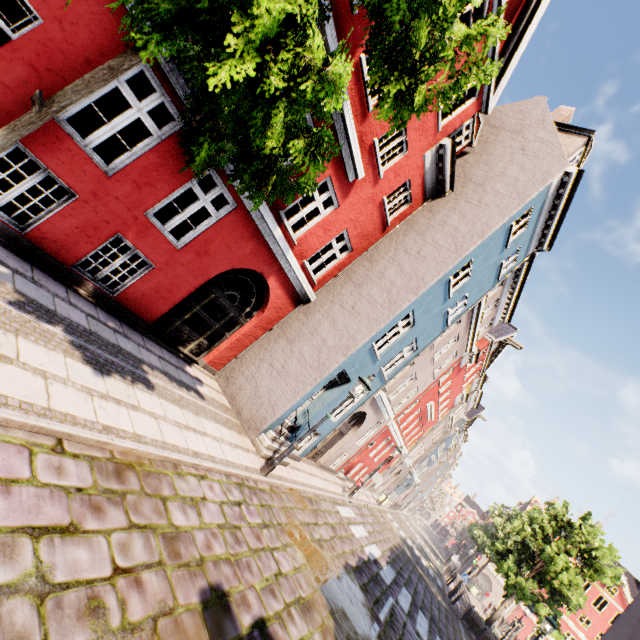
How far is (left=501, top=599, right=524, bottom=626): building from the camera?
40.75m

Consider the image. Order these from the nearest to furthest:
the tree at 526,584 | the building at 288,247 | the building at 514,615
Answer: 1. the building at 288,247
2. the tree at 526,584
3. the building at 514,615

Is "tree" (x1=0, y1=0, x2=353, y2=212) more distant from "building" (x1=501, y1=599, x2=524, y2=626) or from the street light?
the street light

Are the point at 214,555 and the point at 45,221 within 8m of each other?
yes

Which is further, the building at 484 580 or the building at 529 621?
the building at 484 580

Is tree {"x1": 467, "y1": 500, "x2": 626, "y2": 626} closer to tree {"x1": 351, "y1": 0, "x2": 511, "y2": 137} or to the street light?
tree {"x1": 351, "y1": 0, "x2": 511, "y2": 137}

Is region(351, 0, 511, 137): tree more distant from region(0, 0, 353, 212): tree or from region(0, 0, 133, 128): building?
region(0, 0, 133, 128): building

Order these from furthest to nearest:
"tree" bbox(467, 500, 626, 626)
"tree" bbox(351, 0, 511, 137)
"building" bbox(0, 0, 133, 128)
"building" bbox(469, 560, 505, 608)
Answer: "building" bbox(469, 560, 505, 608), "tree" bbox(467, 500, 626, 626), "building" bbox(0, 0, 133, 128), "tree" bbox(351, 0, 511, 137)
